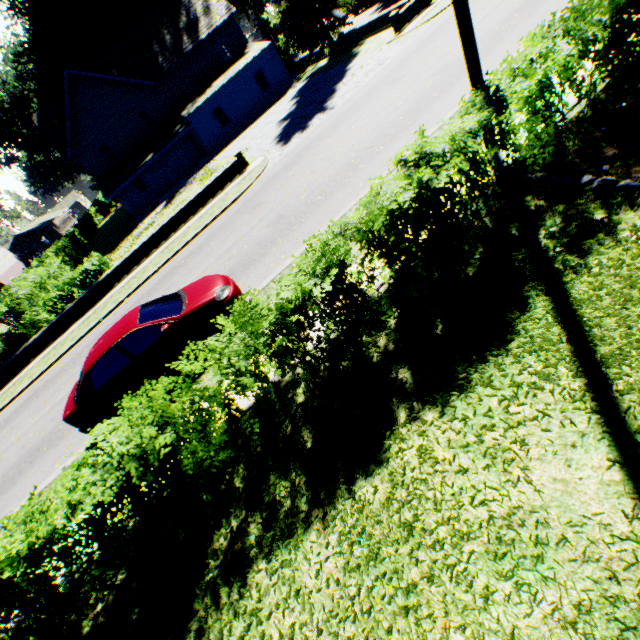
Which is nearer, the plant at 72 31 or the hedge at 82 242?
the hedge at 82 242

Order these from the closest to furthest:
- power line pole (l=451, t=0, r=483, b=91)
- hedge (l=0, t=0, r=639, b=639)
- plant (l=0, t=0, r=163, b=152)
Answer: hedge (l=0, t=0, r=639, b=639)
power line pole (l=451, t=0, r=483, b=91)
plant (l=0, t=0, r=163, b=152)

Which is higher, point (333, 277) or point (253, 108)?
point (333, 277)

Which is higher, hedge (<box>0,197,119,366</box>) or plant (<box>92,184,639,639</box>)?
hedge (<box>0,197,119,366</box>)

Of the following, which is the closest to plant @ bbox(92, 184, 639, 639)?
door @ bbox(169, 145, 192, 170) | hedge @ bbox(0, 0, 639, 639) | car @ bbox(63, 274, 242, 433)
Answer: hedge @ bbox(0, 0, 639, 639)

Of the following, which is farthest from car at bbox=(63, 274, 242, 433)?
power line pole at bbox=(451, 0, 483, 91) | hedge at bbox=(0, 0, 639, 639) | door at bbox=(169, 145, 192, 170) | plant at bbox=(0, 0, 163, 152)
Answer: door at bbox=(169, 145, 192, 170)
